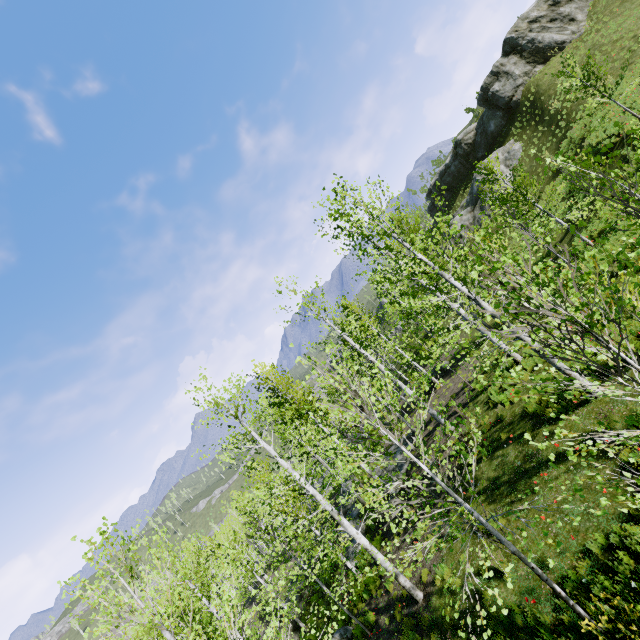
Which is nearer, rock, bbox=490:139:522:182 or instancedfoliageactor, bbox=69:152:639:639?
instancedfoliageactor, bbox=69:152:639:639

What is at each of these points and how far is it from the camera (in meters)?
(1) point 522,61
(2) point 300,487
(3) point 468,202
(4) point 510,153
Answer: (1) rock, 32.62
(2) instancedfoliageactor, 56.53
(3) rock, 39.19
(4) rock, 33.00

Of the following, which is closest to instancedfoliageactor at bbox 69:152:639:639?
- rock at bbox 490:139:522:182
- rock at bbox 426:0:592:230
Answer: rock at bbox 490:139:522:182

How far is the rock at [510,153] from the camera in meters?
32.3

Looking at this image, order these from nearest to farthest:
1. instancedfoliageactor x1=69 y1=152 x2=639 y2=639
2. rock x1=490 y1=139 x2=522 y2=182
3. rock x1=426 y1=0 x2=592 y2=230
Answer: instancedfoliageactor x1=69 y1=152 x2=639 y2=639
rock x1=426 y1=0 x2=592 y2=230
rock x1=490 y1=139 x2=522 y2=182

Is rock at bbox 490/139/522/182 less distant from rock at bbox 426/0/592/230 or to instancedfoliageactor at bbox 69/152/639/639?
rock at bbox 426/0/592/230

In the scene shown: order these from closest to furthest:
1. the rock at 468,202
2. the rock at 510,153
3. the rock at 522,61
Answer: the rock at 522,61 → the rock at 510,153 → the rock at 468,202

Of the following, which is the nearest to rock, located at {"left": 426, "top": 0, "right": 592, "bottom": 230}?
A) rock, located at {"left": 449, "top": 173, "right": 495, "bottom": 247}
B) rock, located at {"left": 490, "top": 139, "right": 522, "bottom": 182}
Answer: rock, located at {"left": 449, "top": 173, "right": 495, "bottom": 247}
